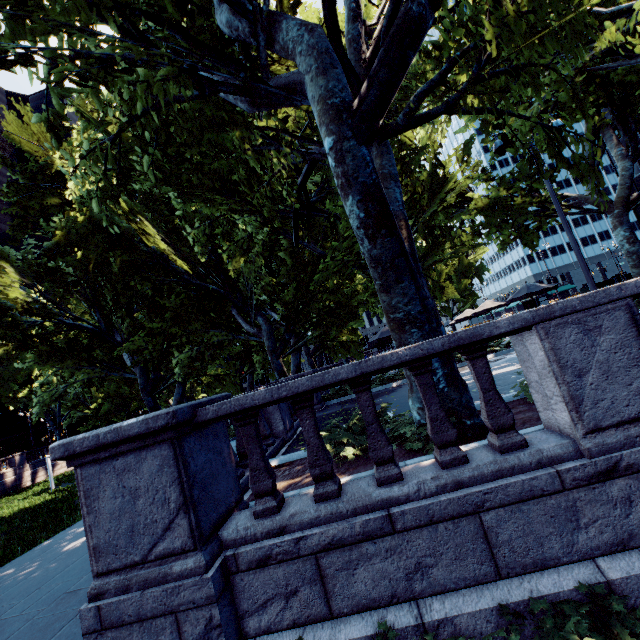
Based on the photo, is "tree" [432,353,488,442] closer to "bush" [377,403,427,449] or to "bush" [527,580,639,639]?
"bush" [377,403,427,449]

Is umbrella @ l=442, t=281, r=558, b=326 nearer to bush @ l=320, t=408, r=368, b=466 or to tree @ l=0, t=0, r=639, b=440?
tree @ l=0, t=0, r=639, b=440

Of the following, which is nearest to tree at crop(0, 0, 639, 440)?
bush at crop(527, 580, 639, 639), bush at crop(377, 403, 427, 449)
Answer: bush at crop(377, 403, 427, 449)

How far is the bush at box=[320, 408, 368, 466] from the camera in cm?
487

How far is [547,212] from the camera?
16.1m

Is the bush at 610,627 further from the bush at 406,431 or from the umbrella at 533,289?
the umbrella at 533,289

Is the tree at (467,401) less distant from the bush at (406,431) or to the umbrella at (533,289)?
the bush at (406,431)

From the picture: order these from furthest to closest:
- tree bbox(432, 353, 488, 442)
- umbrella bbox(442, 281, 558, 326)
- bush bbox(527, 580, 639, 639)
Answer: umbrella bbox(442, 281, 558, 326), tree bbox(432, 353, 488, 442), bush bbox(527, 580, 639, 639)
